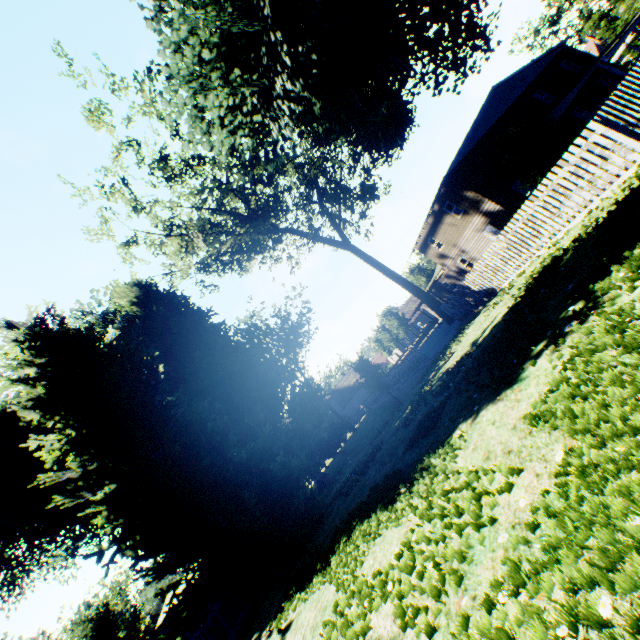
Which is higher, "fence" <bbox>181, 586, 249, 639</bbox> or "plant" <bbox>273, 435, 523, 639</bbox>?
"fence" <bbox>181, 586, 249, 639</bbox>

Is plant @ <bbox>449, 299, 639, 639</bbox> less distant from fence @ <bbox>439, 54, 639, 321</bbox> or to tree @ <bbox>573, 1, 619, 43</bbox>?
fence @ <bbox>439, 54, 639, 321</bbox>

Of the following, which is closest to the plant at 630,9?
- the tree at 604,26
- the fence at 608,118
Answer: the fence at 608,118

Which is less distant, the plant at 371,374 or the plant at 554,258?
the plant at 554,258

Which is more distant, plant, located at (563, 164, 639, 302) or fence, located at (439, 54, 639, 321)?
fence, located at (439, 54, 639, 321)

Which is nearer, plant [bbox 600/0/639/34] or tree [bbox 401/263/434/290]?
plant [bbox 600/0/639/34]

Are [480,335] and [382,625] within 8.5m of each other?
yes
